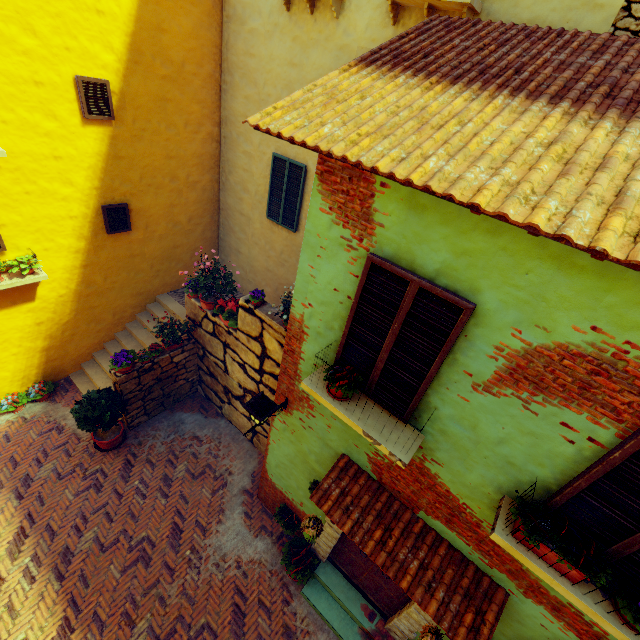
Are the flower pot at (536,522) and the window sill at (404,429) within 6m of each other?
yes

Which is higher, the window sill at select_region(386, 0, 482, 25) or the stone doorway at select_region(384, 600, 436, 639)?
the window sill at select_region(386, 0, 482, 25)

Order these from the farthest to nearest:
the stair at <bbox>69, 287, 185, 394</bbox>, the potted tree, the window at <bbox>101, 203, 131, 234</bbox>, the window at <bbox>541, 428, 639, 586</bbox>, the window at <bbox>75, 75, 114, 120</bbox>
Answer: the stair at <bbox>69, 287, 185, 394</bbox> → the window at <bbox>101, 203, 131, 234</bbox> → the potted tree → the window at <bbox>75, 75, 114, 120</bbox> → the window at <bbox>541, 428, 639, 586</bbox>

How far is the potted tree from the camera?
6.93m

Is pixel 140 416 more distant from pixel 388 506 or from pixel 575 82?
pixel 575 82

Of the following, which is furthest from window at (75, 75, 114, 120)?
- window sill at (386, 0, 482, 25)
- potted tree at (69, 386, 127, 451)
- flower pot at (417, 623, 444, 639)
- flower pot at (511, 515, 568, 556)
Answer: potted tree at (69, 386, 127, 451)

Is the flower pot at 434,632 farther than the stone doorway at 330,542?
No

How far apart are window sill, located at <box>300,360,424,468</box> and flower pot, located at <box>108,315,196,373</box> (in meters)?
5.05
